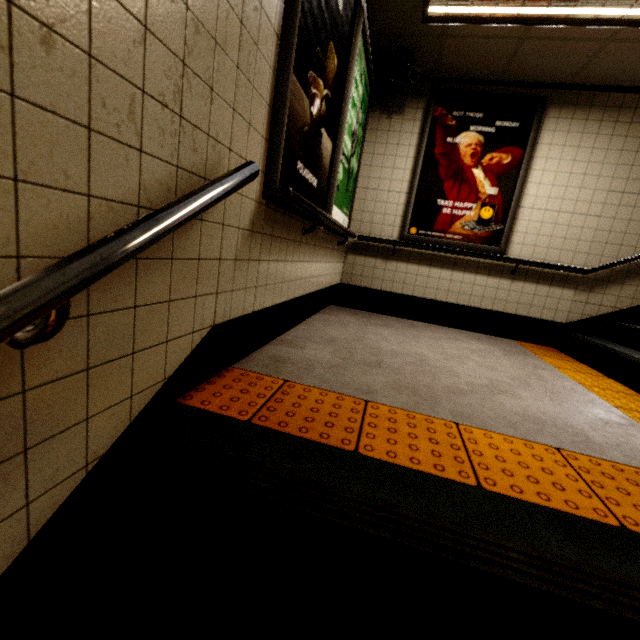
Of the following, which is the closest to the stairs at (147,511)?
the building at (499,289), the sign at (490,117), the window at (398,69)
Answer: the building at (499,289)

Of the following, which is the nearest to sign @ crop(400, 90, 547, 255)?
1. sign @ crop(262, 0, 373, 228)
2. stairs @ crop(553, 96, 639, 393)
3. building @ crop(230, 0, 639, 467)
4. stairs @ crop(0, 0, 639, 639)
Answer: building @ crop(230, 0, 639, 467)

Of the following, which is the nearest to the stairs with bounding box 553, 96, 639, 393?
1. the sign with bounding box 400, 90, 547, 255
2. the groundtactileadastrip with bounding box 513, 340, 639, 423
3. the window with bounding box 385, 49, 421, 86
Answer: the groundtactileadastrip with bounding box 513, 340, 639, 423

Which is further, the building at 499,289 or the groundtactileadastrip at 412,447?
the building at 499,289

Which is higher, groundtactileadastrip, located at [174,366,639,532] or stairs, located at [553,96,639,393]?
stairs, located at [553,96,639,393]

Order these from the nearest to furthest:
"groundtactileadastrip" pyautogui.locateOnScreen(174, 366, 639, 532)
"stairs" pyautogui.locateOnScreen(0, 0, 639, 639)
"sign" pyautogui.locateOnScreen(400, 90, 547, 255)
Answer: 1. "stairs" pyautogui.locateOnScreen(0, 0, 639, 639)
2. "groundtactileadastrip" pyautogui.locateOnScreen(174, 366, 639, 532)
3. "sign" pyautogui.locateOnScreen(400, 90, 547, 255)

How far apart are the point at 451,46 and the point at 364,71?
1.0 meters

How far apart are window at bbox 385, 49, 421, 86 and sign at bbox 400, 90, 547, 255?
0.4 meters
